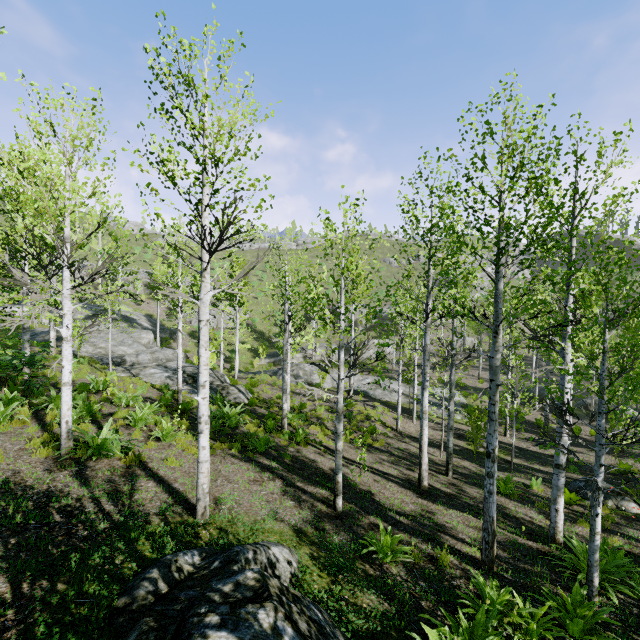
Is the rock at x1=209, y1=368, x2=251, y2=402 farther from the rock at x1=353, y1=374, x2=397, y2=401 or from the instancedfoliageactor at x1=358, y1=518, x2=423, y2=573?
the rock at x1=353, y1=374, x2=397, y2=401

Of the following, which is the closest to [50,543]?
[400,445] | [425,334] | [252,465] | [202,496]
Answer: [202,496]

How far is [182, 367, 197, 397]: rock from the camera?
16.9m

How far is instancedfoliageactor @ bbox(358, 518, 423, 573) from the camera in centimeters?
554cm

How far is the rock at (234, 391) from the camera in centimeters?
1762cm

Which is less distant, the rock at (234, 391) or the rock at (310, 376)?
the rock at (234, 391)

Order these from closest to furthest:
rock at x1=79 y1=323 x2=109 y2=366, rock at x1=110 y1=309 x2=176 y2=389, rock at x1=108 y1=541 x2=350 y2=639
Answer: rock at x1=108 y1=541 x2=350 y2=639, rock at x1=110 y1=309 x2=176 y2=389, rock at x1=79 y1=323 x2=109 y2=366
